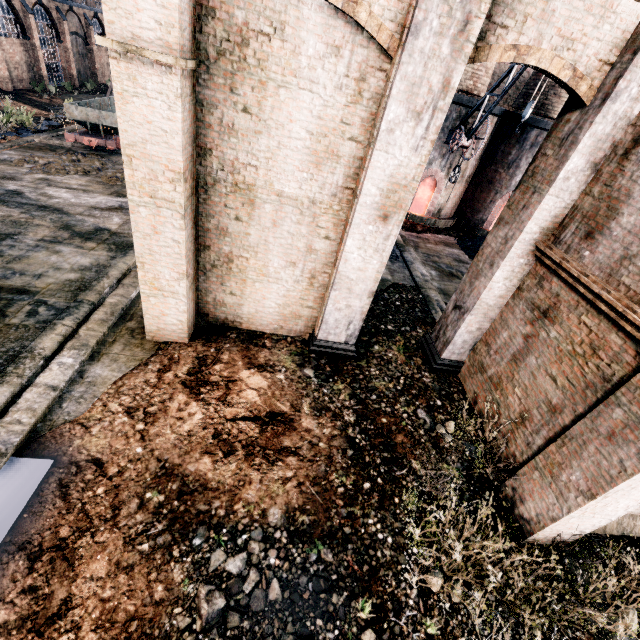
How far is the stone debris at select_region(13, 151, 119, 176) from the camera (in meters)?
16.75

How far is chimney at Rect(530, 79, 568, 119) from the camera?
18.66m

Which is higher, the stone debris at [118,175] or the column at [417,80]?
the column at [417,80]

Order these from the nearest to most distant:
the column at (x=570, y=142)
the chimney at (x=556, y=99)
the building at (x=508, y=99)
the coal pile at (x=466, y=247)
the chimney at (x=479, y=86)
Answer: the column at (x=570, y=142)
the chimney at (x=479, y=86)
the chimney at (x=556, y=99)
the coal pile at (x=466, y=247)
the building at (x=508, y=99)

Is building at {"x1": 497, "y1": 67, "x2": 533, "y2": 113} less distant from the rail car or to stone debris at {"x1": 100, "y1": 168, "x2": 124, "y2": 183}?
stone debris at {"x1": 100, "y1": 168, "x2": 124, "y2": 183}

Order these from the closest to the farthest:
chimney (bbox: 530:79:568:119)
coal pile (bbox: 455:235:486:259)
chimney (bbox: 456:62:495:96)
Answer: chimney (bbox: 456:62:495:96), chimney (bbox: 530:79:568:119), coal pile (bbox: 455:235:486:259)

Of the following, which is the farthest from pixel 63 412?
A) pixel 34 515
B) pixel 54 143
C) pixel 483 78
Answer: pixel 483 78

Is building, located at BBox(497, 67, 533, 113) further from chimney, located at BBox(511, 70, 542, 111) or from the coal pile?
the coal pile
